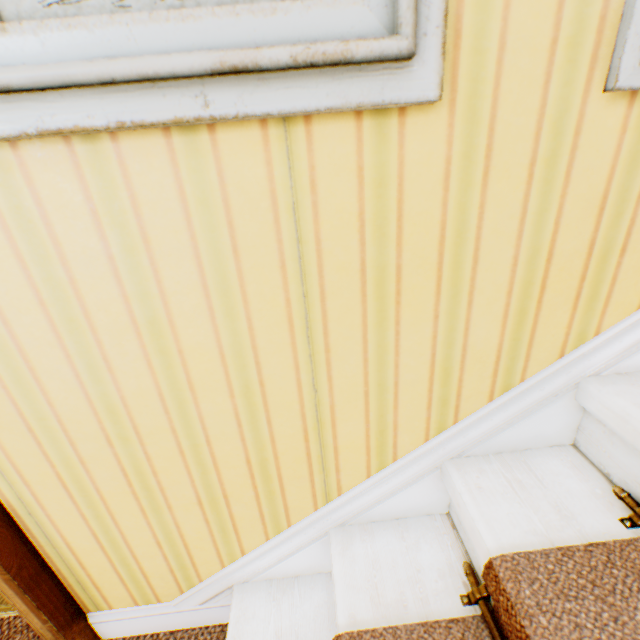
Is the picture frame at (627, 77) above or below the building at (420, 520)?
above

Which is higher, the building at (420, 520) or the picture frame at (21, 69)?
the picture frame at (21, 69)

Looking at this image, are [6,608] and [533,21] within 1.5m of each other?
no

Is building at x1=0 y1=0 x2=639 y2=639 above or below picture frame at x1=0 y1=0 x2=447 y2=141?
below

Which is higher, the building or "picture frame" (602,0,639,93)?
"picture frame" (602,0,639,93)
